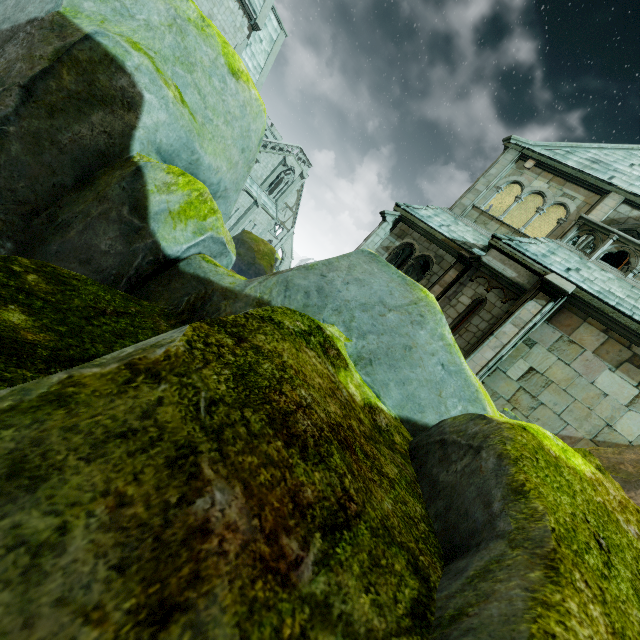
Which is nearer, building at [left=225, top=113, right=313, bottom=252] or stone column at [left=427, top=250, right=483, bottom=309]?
stone column at [left=427, top=250, right=483, bottom=309]

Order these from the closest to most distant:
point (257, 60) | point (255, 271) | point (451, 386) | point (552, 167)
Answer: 1. point (451, 386)
2. point (552, 167)
3. point (255, 271)
4. point (257, 60)

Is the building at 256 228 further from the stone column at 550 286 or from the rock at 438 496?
the rock at 438 496

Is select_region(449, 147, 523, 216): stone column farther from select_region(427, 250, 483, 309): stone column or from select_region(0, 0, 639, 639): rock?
select_region(0, 0, 639, 639): rock

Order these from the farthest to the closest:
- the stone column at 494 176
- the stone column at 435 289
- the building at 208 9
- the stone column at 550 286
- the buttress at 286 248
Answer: the buttress at 286 248
the building at 208 9
the stone column at 494 176
the stone column at 435 289
the stone column at 550 286

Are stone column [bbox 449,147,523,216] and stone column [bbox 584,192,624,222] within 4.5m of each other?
yes

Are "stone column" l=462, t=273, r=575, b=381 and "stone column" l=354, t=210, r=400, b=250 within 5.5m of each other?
no

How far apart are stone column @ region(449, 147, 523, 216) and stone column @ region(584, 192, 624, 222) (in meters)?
3.47
